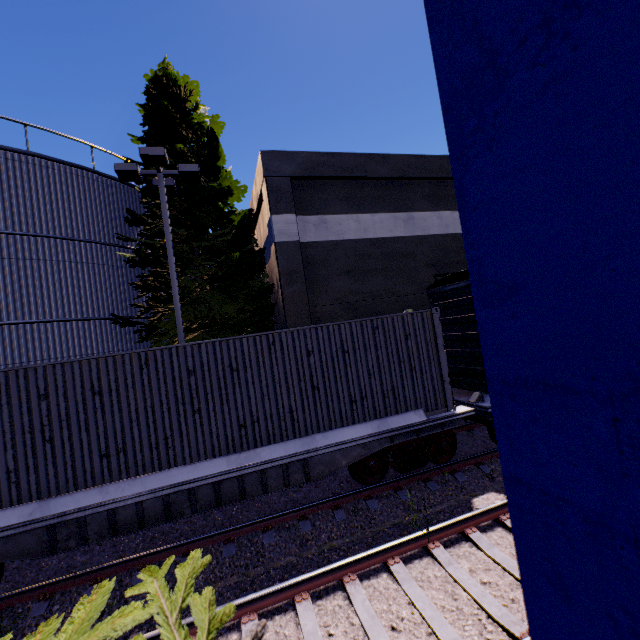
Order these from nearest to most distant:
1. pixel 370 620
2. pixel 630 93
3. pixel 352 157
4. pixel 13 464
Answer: pixel 630 93 < pixel 370 620 < pixel 13 464 < pixel 352 157

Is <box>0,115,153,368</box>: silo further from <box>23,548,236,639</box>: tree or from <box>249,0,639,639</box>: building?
<box>249,0,639,639</box>: building

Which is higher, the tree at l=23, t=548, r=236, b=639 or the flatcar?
the tree at l=23, t=548, r=236, b=639

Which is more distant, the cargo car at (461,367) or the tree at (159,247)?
the tree at (159,247)

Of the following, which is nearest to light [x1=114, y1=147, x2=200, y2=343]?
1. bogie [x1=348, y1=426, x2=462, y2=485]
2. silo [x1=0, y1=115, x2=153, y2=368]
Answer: silo [x1=0, y1=115, x2=153, y2=368]

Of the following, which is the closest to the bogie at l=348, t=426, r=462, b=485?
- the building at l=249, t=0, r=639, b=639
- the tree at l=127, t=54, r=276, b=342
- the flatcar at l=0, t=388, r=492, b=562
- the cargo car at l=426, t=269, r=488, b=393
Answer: the flatcar at l=0, t=388, r=492, b=562

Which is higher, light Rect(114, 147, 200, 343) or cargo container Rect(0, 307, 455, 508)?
light Rect(114, 147, 200, 343)

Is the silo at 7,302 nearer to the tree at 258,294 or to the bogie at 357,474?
the tree at 258,294
